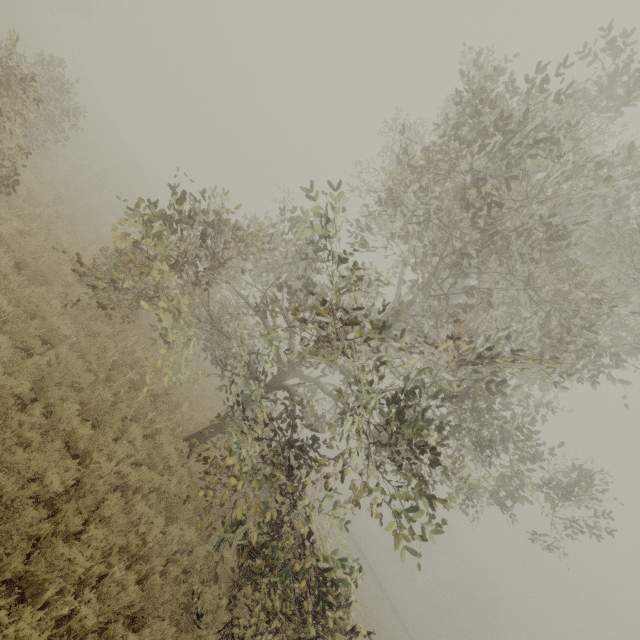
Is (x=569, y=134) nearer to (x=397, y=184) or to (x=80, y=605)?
(x=397, y=184)
